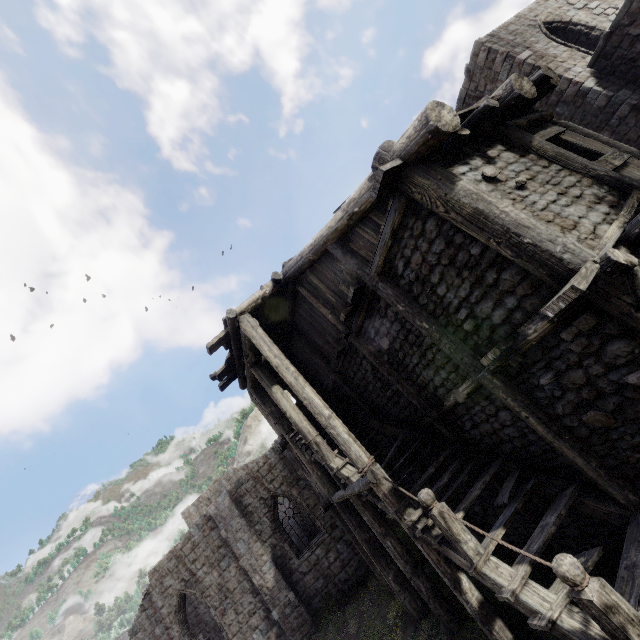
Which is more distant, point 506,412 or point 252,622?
point 252,622
